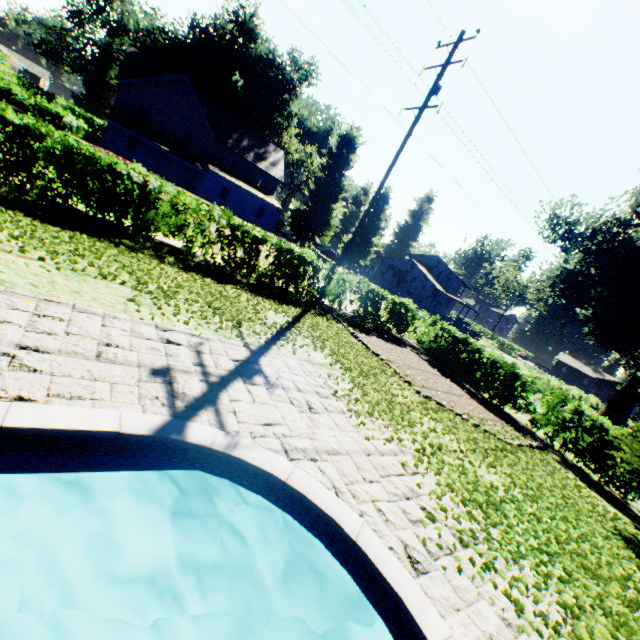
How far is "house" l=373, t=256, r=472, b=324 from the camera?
53.0 meters

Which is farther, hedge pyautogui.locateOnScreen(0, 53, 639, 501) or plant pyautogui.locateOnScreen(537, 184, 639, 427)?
plant pyautogui.locateOnScreen(537, 184, 639, 427)

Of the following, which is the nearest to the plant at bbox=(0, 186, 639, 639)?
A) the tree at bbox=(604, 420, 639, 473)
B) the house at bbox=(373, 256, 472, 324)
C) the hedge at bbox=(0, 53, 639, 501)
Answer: the house at bbox=(373, 256, 472, 324)

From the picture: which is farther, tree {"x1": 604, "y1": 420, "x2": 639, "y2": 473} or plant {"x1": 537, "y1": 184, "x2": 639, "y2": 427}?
plant {"x1": 537, "y1": 184, "x2": 639, "y2": 427}

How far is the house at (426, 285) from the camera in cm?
5300

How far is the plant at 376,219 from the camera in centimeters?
5581cm

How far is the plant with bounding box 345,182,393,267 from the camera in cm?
5581

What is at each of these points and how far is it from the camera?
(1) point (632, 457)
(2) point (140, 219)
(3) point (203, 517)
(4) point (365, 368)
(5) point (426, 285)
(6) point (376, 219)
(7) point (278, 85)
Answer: (1) tree, 7.6m
(2) hedge, 9.0m
(3) swimming pool, 3.8m
(4) plant, 8.5m
(5) house, 52.7m
(6) plant, 56.9m
(7) plant, 51.1m
